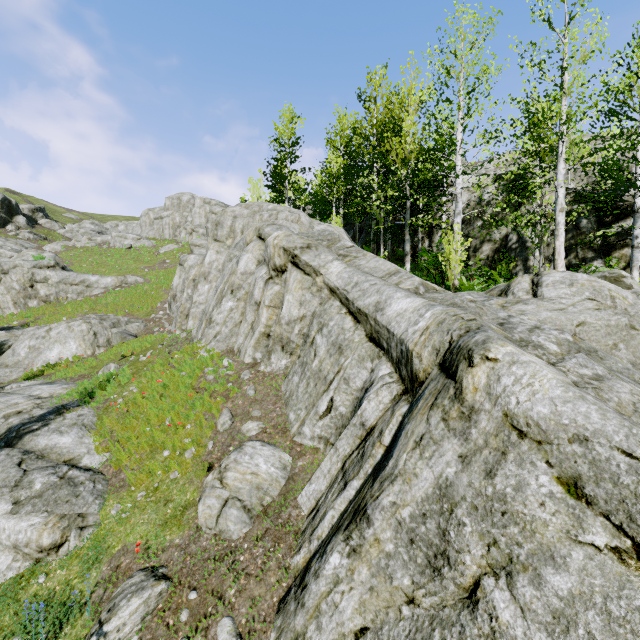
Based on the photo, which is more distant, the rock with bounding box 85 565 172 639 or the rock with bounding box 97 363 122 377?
the rock with bounding box 97 363 122 377

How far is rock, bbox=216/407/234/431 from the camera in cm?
789

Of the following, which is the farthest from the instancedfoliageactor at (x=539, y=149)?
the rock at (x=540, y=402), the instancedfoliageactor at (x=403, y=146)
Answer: the instancedfoliageactor at (x=403, y=146)

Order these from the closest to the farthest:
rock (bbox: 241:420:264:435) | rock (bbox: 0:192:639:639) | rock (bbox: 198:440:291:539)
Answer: rock (bbox: 0:192:639:639), rock (bbox: 198:440:291:539), rock (bbox: 241:420:264:435)

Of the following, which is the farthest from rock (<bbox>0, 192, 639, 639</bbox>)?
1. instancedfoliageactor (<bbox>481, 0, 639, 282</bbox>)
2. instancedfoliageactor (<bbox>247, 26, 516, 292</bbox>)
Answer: instancedfoliageactor (<bbox>247, 26, 516, 292</bbox>)

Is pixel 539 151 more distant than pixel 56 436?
Yes
